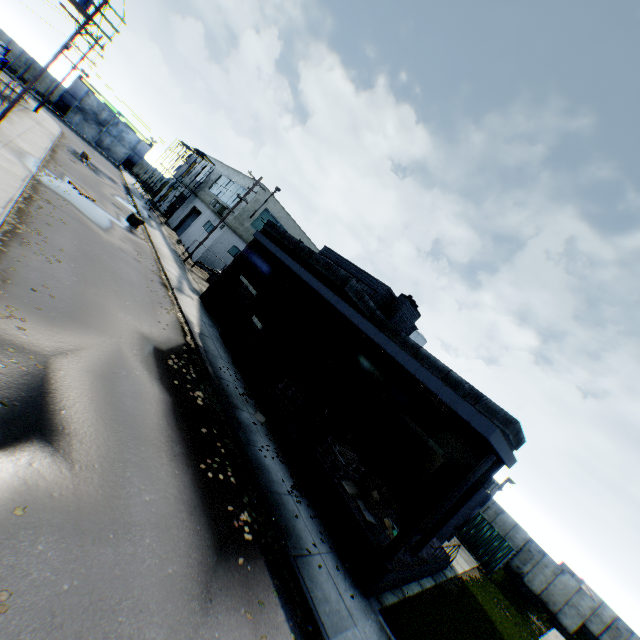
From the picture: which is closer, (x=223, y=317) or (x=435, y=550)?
(x=435, y=550)

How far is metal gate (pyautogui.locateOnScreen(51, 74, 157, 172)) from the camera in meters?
45.0

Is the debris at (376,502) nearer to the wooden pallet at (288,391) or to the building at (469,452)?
the building at (469,452)

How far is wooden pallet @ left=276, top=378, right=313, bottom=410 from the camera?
14.24m

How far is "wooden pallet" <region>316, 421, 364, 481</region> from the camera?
11.5 meters

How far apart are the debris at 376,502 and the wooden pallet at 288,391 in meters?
4.5

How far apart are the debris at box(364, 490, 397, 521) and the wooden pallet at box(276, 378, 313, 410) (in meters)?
4.47

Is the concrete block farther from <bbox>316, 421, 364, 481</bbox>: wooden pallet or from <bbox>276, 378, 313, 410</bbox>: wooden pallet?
Answer: <bbox>276, 378, 313, 410</bbox>: wooden pallet
